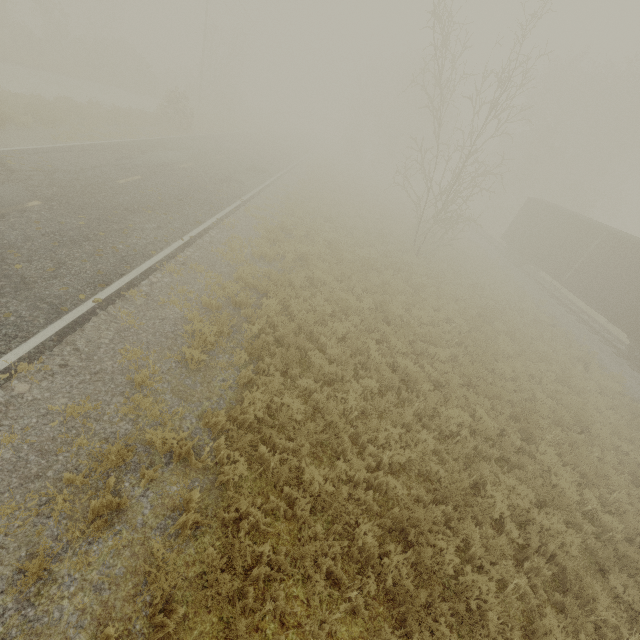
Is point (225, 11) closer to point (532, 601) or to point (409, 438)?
point (409, 438)
